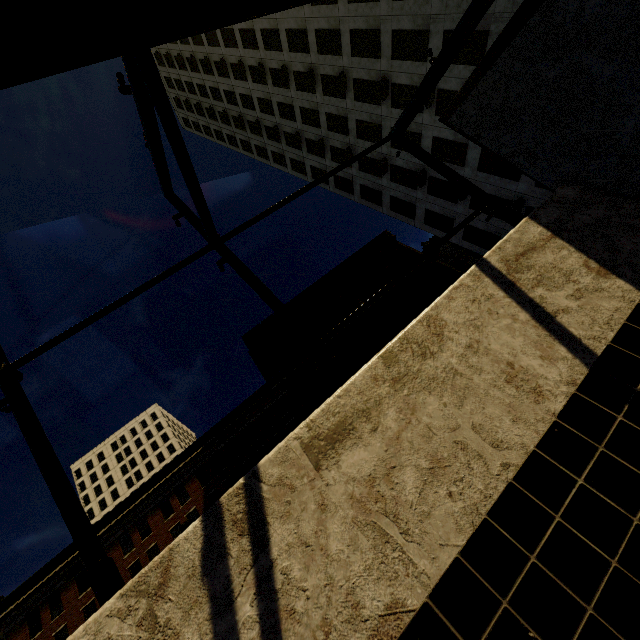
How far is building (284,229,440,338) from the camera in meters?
42.4

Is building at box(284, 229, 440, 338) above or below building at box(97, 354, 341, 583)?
above

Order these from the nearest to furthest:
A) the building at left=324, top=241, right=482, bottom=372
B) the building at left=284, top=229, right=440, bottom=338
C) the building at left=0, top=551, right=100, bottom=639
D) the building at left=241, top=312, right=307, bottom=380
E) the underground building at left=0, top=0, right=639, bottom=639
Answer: the underground building at left=0, top=0, right=639, bottom=639 < the building at left=0, top=551, right=100, bottom=639 < the building at left=324, top=241, right=482, bottom=372 < the building at left=241, top=312, right=307, bottom=380 < the building at left=284, top=229, right=440, bottom=338

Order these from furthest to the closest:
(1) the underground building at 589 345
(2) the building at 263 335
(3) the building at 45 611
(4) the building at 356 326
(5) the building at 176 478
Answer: (2) the building at 263 335
(4) the building at 356 326
(5) the building at 176 478
(3) the building at 45 611
(1) the underground building at 589 345

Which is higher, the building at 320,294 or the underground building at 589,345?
the building at 320,294

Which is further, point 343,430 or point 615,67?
point 615,67

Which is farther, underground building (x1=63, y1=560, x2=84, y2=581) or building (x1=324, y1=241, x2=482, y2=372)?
building (x1=324, y1=241, x2=482, y2=372)
